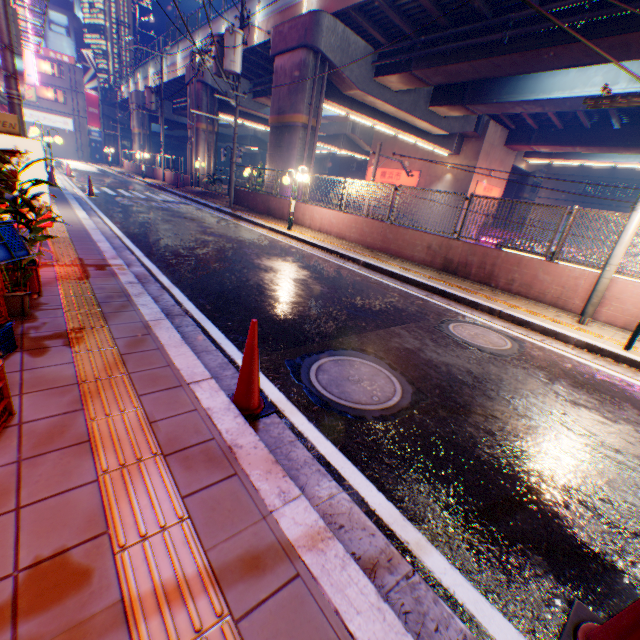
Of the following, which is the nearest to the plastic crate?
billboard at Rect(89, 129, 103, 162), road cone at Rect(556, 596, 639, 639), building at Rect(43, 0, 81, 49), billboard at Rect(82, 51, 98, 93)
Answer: road cone at Rect(556, 596, 639, 639)

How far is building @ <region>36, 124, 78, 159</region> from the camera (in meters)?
44.19

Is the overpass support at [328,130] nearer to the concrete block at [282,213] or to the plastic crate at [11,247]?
the concrete block at [282,213]

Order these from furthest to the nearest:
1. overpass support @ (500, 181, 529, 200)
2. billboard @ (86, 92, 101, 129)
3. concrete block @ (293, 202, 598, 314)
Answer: billboard @ (86, 92, 101, 129) < overpass support @ (500, 181, 529, 200) < concrete block @ (293, 202, 598, 314)

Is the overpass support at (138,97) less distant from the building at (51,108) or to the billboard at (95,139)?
the building at (51,108)

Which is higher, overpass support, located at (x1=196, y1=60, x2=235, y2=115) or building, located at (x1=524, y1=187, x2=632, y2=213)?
overpass support, located at (x1=196, y1=60, x2=235, y2=115)

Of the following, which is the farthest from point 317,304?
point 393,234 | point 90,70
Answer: point 90,70

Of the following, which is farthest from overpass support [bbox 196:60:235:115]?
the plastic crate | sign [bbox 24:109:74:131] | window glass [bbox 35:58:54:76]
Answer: the plastic crate
